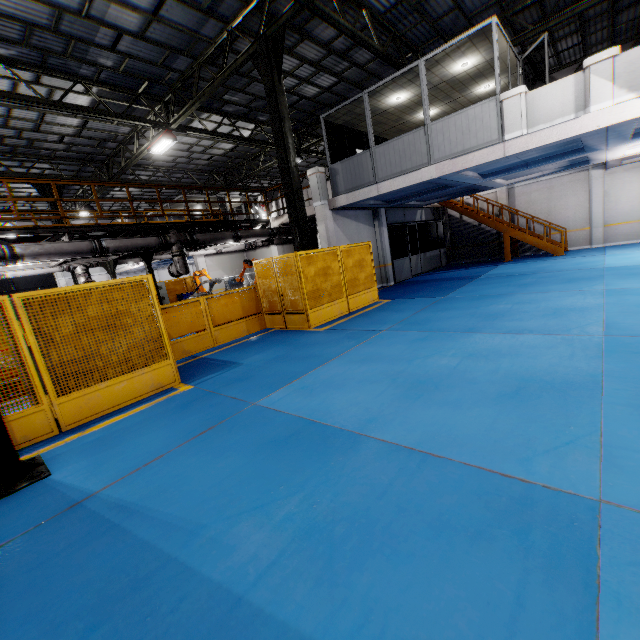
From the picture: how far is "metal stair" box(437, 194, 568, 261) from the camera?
16.3 meters

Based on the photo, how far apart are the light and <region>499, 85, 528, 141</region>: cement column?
11.74m

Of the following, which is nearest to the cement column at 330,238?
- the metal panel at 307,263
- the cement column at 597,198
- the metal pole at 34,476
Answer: the metal panel at 307,263

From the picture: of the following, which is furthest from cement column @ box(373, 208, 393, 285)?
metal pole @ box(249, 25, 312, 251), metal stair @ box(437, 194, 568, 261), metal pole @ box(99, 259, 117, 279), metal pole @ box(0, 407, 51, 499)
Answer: metal pole @ box(0, 407, 51, 499)

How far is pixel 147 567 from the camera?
2.38m

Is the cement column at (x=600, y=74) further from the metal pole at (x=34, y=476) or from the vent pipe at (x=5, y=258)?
the metal pole at (x=34, y=476)

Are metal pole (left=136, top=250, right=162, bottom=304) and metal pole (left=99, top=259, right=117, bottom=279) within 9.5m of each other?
yes

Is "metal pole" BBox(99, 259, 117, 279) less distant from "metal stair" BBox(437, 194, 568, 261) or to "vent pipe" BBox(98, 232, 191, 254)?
"vent pipe" BBox(98, 232, 191, 254)
